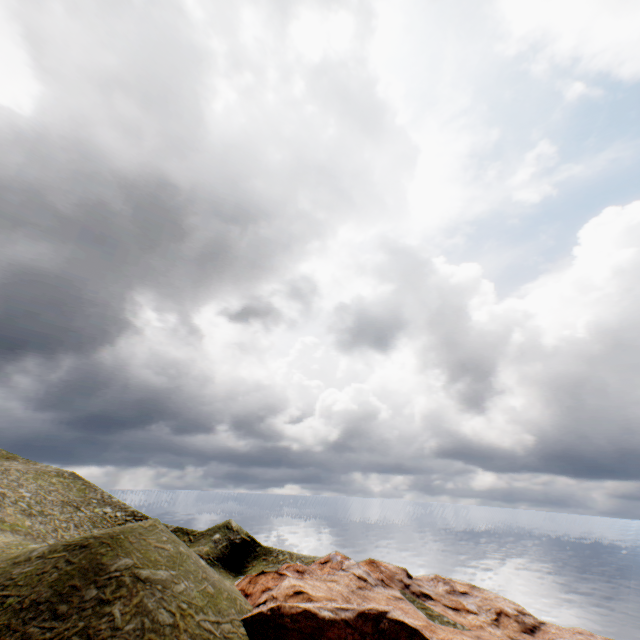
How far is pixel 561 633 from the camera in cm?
3522
